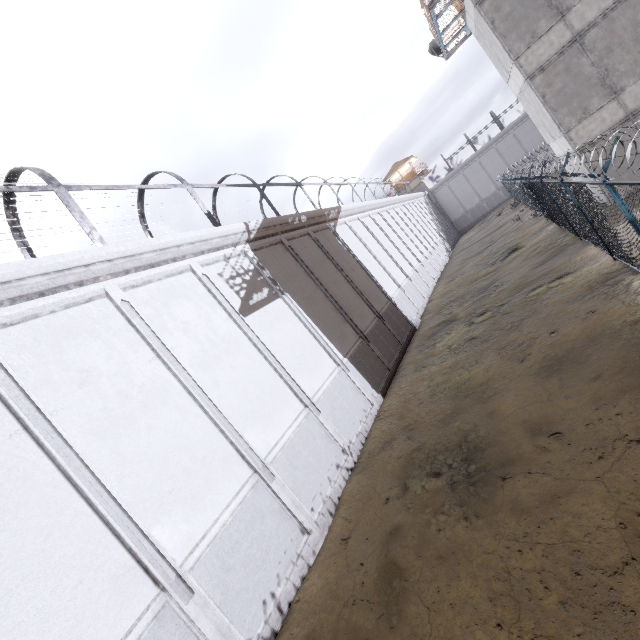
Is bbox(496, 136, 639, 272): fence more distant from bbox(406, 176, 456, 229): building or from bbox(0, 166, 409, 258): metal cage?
bbox(406, 176, 456, 229): building

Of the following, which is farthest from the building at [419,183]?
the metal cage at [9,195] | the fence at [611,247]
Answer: the fence at [611,247]

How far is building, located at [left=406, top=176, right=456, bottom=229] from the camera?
50.6m

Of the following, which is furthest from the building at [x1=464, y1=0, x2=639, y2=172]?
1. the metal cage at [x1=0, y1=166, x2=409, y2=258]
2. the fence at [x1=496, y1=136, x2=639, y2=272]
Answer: the metal cage at [x1=0, y1=166, x2=409, y2=258]

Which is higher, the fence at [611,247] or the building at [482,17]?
the building at [482,17]

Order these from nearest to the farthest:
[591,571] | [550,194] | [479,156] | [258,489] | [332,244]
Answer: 1. [591,571]
2. [258,489]
3. [550,194]
4. [332,244]
5. [479,156]

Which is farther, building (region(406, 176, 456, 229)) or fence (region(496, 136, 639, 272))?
building (region(406, 176, 456, 229))

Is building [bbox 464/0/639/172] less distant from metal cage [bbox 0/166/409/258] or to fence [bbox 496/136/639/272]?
fence [bbox 496/136/639/272]
